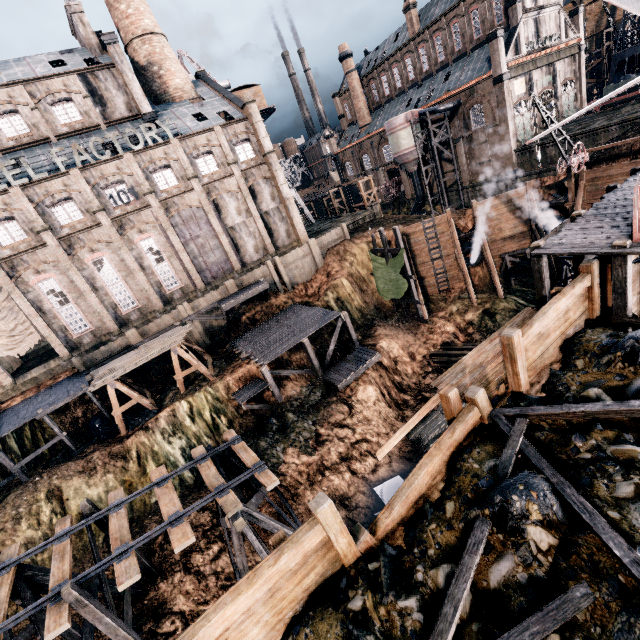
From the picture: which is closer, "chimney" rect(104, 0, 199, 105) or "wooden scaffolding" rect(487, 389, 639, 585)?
"wooden scaffolding" rect(487, 389, 639, 585)

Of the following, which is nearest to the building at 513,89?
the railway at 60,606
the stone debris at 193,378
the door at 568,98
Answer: the door at 568,98

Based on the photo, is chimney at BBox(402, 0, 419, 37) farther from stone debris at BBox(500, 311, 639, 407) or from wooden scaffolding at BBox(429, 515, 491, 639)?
wooden scaffolding at BBox(429, 515, 491, 639)

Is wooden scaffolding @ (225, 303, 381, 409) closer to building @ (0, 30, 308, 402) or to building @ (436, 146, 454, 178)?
building @ (0, 30, 308, 402)

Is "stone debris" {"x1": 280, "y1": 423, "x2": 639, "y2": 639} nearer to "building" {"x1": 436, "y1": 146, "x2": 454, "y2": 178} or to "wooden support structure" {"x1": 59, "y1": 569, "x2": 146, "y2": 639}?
"wooden support structure" {"x1": 59, "y1": 569, "x2": 146, "y2": 639}

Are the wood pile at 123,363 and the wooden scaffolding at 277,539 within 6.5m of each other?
no

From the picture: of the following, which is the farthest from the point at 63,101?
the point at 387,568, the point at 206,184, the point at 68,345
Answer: the point at 387,568

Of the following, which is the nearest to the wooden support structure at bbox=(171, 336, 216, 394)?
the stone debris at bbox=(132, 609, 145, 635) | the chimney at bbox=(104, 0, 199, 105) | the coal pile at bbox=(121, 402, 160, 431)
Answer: the coal pile at bbox=(121, 402, 160, 431)
